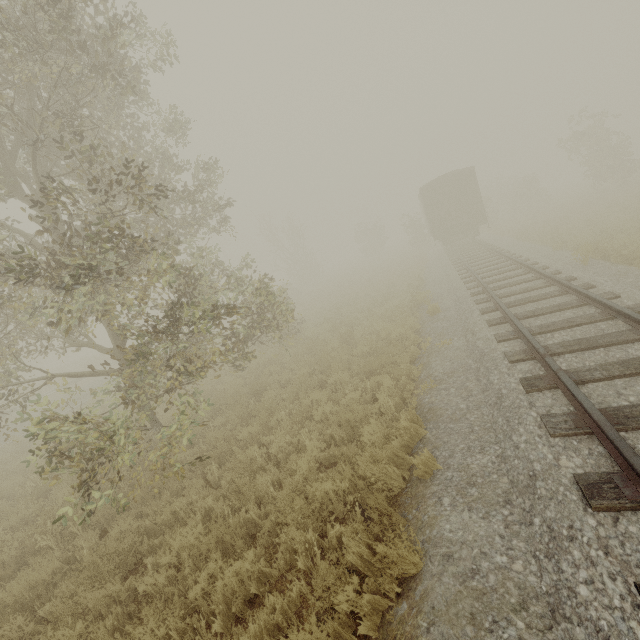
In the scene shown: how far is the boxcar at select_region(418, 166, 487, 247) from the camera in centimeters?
2058cm

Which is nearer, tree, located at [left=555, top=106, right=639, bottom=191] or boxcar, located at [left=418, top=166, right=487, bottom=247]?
boxcar, located at [left=418, top=166, right=487, bottom=247]

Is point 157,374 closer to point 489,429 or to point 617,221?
point 489,429

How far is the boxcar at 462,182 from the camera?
20.6 meters

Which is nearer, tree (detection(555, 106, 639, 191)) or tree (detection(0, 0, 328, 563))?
tree (detection(0, 0, 328, 563))

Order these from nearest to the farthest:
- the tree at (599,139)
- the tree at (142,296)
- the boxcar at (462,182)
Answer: the tree at (142,296), the boxcar at (462,182), the tree at (599,139)

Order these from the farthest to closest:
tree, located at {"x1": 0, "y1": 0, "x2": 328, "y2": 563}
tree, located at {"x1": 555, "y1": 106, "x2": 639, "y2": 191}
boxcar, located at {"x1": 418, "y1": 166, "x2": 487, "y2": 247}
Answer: tree, located at {"x1": 555, "y1": 106, "x2": 639, "y2": 191}, boxcar, located at {"x1": 418, "y1": 166, "x2": 487, "y2": 247}, tree, located at {"x1": 0, "y1": 0, "x2": 328, "y2": 563}
